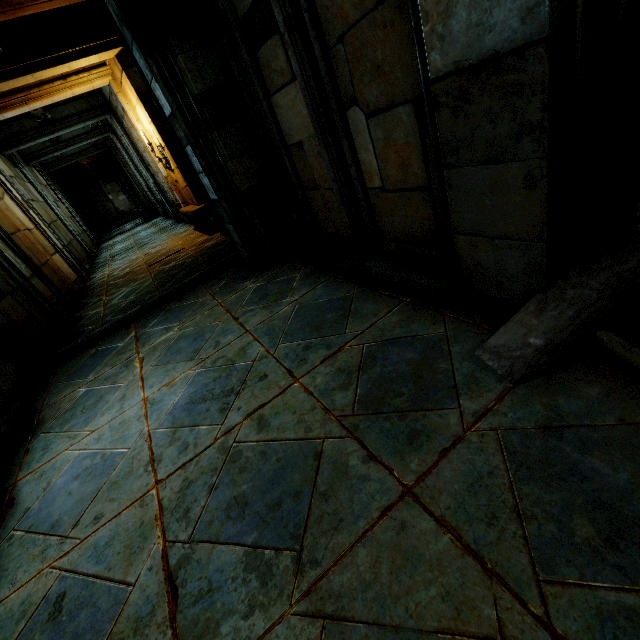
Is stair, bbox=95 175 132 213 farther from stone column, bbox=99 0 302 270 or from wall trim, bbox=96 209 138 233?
stone column, bbox=99 0 302 270

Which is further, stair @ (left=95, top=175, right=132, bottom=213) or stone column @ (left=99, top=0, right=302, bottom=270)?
stair @ (left=95, top=175, right=132, bottom=213)

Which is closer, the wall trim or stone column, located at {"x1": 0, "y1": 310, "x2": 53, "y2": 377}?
stone column, located at {"x1": 0, "y1": 310, "x2": 53, "y2": 377}

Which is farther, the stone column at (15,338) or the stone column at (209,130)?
the stone column at (15,338)

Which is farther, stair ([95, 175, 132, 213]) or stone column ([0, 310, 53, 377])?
stair ([95, 175, 132, 213])

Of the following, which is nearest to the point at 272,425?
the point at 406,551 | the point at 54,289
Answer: the point at 406,551

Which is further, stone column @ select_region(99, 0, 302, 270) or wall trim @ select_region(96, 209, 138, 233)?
wall trim @ select_region(96, 209, 138, 233)

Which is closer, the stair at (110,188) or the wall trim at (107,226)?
the stair at (110,188)
